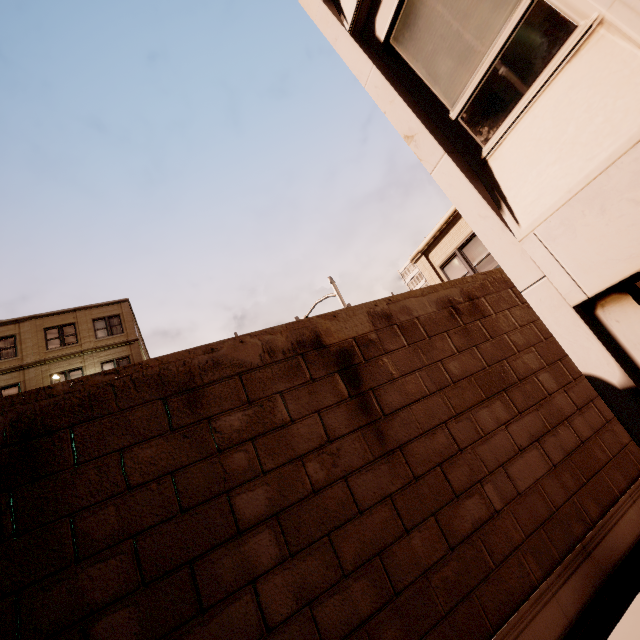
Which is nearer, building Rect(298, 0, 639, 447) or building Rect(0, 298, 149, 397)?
building Rect(298, 0, 639, 447)

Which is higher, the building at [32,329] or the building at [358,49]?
the building at [32,329]

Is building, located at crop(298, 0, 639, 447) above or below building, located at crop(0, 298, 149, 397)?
below

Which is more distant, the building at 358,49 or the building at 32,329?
the building at 32,329

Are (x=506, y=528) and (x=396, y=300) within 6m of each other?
yes
